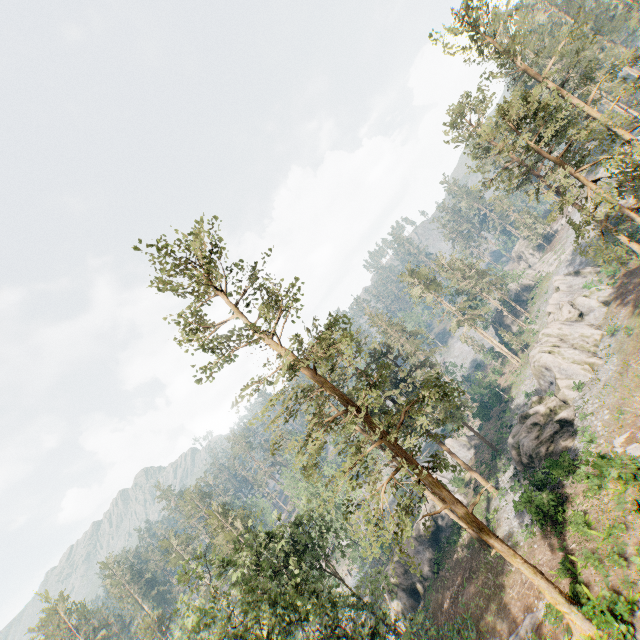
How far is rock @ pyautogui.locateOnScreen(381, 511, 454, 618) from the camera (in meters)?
34.94

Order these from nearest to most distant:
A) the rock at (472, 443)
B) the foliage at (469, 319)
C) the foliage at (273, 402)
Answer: the foliage at (273, 402) < the rock at (472, 443) < the foliage at (469, 319)

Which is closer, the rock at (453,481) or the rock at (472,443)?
the rock at (453,481)

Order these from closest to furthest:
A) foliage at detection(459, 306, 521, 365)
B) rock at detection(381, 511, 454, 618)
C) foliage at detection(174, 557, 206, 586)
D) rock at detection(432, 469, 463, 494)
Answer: foliage at detection(174, 557, 206, 586)
rock at detection(381, 511, 454, 618)
rock at detection(432, 469, 463, 494)
foliage at detection(459, 306, 521, 365)

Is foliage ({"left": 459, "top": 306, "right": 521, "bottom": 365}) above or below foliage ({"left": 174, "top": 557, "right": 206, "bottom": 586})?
below

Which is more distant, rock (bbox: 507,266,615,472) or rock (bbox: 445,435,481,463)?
rock (bbox: 445,435,481,463)

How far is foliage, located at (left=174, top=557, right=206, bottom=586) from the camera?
20.19m

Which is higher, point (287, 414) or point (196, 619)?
point (287, 414)
